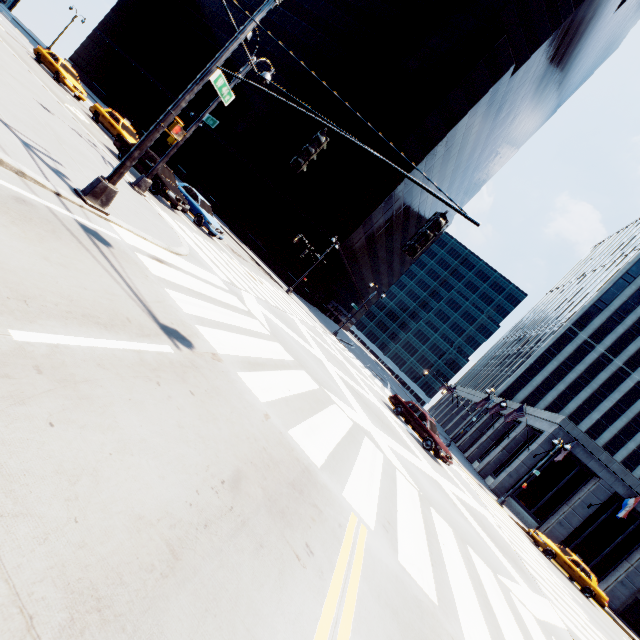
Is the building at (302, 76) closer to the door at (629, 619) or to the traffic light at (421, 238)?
the traffic light at (421, 238)

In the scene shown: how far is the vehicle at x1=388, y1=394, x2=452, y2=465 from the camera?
17.9 meters

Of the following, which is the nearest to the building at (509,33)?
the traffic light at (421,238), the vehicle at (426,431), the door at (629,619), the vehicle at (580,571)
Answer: the vehicle at (426,431)

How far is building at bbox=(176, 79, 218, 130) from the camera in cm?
4769

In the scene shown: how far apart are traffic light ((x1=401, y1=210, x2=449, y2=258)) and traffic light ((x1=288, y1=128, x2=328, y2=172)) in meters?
2.6

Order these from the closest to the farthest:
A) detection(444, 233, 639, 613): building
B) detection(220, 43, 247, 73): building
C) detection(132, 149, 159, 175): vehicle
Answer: detection(132, 149, 159, 175): vehicle < detection(444, 233, 639, 613): building < detection(220, 43, 247, 73): building

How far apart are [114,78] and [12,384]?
71.9m

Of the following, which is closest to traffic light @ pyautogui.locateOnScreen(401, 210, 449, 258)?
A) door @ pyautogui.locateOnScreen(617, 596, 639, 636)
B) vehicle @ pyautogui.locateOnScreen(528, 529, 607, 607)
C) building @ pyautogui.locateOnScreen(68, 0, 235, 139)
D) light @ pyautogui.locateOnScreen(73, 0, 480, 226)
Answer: light @ pyautogui.locateOnScreen(73, 0, 480, 226)
